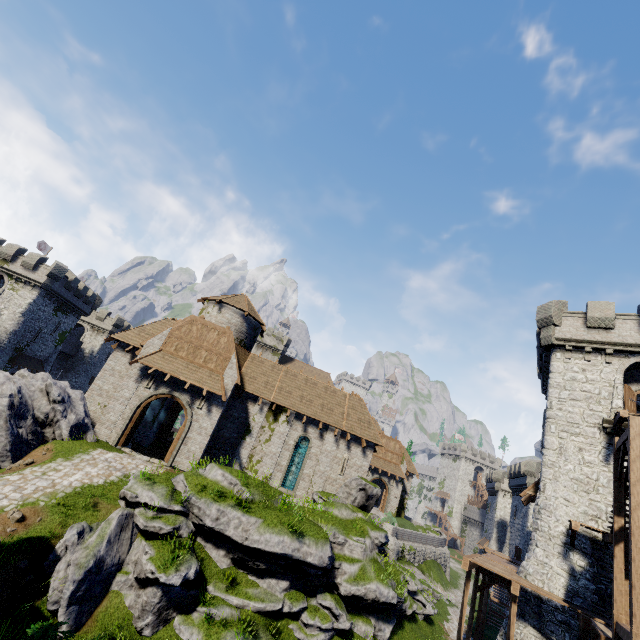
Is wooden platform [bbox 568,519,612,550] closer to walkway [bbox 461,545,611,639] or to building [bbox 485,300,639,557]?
building [bbox 485,300,639,557]

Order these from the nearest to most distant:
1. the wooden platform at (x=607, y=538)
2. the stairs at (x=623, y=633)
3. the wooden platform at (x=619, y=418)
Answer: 1. the stairs at (x=623, y=633)
2. the wooden platform at (x=607, y=538)
3. the wooden platform at (x=619, y=418)

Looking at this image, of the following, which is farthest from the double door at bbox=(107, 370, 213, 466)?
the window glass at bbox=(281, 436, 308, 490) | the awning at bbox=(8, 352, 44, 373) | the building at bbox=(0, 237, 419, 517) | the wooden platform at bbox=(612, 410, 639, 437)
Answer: the awning at bbox=(8, 352, 44, 373)

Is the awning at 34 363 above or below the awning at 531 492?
below

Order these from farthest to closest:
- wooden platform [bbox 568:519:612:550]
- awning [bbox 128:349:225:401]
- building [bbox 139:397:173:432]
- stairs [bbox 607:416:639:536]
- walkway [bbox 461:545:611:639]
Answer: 1. building [bbox 139:397:173:432]
2. awning [bbox 128:349:225:401]
3. wooden platform [bbox 568:519:612:550]
4. walkway [bbox 461:545:611:639]
5. stairs [bbox 607:416:639:536]

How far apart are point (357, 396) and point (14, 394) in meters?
22.4

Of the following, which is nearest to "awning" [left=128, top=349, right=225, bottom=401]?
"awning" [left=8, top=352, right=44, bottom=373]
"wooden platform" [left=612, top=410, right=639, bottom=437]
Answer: "wooden platform" [left=612, top=410, right=639, bottom=437]

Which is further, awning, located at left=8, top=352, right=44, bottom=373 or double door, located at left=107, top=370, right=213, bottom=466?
awning, located at left=8, top=352, right=44, bottom=373
